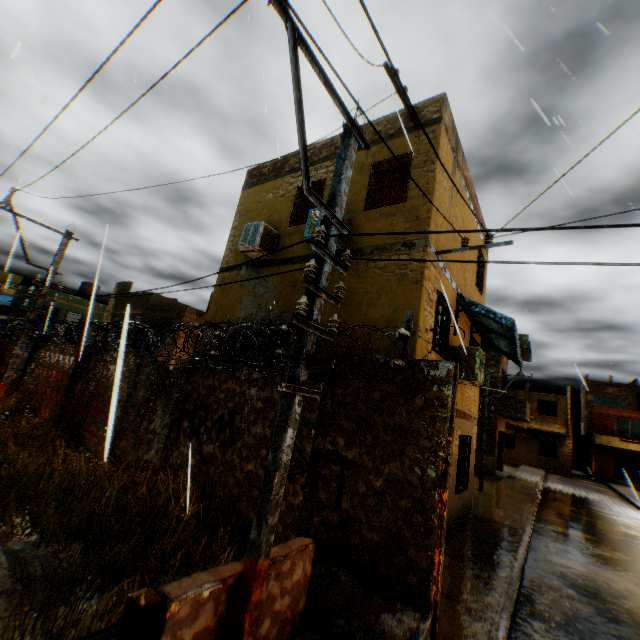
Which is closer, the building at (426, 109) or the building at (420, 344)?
the building at (420, 344)

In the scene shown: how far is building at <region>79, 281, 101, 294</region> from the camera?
13.84m

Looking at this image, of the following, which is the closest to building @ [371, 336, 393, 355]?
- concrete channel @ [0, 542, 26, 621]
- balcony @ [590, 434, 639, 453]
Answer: concrete channel @ [0, 542, 26, 621]

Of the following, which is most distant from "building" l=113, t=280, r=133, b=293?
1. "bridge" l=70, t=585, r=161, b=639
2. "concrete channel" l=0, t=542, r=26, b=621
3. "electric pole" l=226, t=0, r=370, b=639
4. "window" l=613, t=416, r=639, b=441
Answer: "window" l=613, t=416, r=639, b=441

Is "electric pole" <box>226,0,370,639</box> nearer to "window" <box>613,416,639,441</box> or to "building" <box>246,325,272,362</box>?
"building" <box>246,325,272,362</box>

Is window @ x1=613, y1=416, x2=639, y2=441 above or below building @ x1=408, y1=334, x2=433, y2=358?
above

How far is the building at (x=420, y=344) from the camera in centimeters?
616cm

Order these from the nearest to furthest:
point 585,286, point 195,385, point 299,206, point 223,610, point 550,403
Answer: point 223,610
point 195,385
point 299,206
point 585,286
point 550,403
